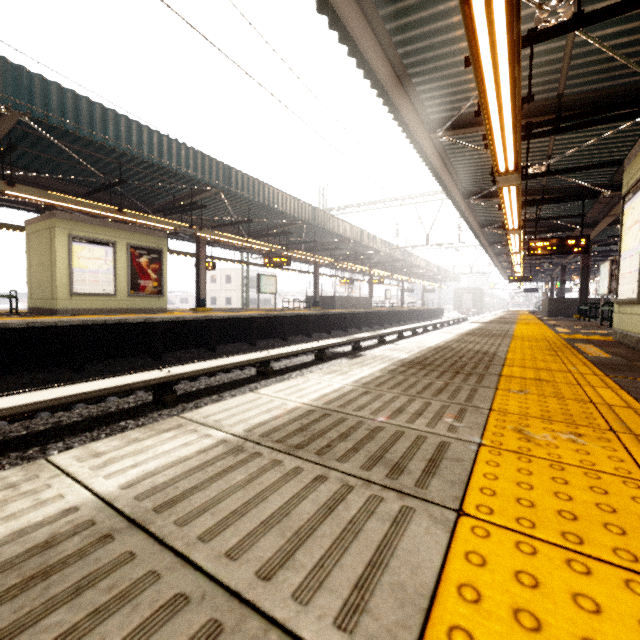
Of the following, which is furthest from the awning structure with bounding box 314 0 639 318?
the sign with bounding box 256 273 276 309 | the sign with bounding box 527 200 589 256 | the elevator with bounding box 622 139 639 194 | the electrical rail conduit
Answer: the sign with bounding box 256 273 276 309

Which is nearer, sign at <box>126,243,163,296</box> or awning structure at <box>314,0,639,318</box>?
awning structure at <box>314,0,639,318</box>

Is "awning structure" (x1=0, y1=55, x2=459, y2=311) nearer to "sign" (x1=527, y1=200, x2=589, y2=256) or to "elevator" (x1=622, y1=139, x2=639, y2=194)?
"sign" (x1=527, y1=200, x2=589, y2=256)

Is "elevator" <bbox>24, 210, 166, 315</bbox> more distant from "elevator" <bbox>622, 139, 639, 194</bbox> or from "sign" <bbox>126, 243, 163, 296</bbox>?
"elevator" <bbox>622, 139, 639, 194</bbox>

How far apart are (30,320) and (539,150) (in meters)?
12.58

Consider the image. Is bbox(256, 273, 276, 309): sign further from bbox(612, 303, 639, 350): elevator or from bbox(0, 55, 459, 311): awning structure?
bbox(612, 303, 639, 350): elevator

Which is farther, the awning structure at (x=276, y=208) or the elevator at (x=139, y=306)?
the elevator at (x=139, y=306)

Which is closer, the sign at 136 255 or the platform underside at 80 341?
the platform underside at 80 341
